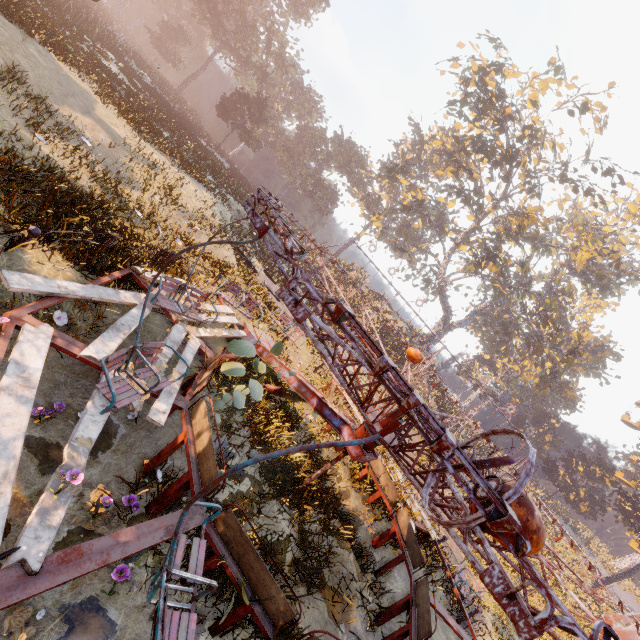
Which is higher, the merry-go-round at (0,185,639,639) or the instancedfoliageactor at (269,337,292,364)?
the instancedfoliageactor at (269,337,292,364)

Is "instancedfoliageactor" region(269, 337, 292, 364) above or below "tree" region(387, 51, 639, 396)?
below

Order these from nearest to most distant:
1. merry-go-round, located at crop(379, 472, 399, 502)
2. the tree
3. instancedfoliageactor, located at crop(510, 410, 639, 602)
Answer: merry-go-round, located at crop(379, 472, 399, 502)
the tree
instancedfoliageactor, located at crop(510, 410, 639, 602)

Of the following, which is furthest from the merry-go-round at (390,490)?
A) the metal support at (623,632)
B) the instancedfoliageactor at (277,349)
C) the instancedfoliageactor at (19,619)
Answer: the metal support at (623,632)

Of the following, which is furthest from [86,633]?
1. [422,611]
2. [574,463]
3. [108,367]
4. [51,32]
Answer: [574,463]

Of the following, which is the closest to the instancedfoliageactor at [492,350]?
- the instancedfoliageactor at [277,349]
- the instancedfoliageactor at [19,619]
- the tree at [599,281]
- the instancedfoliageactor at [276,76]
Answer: the tree at [599,281]

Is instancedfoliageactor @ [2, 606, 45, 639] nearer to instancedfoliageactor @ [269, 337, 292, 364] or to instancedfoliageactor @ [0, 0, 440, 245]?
instancedfoliageactor @ [269, 337, 292, 364]

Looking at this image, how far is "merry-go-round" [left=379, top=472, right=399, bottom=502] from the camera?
9.2 meters
